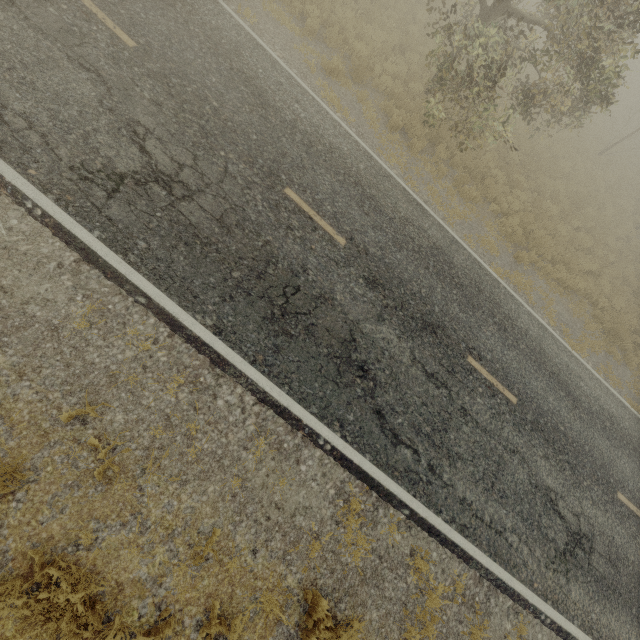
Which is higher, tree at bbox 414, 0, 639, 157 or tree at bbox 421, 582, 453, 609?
tree at bbox 414, 0, 639, 157

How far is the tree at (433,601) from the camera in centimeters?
546cm

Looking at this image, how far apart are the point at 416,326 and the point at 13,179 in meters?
7.6

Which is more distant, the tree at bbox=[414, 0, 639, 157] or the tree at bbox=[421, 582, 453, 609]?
the tree at bbox=[414, 0, 639, 157]

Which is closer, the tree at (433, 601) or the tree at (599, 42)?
the tree at (433, 601)

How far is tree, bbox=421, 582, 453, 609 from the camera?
5.46m
